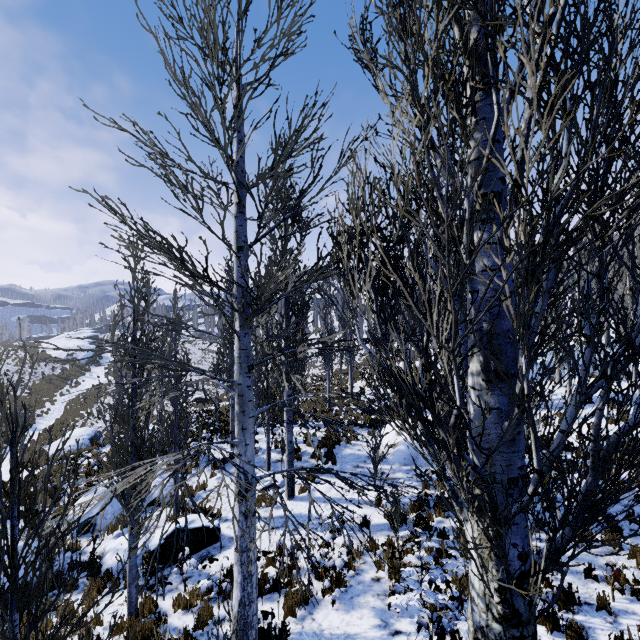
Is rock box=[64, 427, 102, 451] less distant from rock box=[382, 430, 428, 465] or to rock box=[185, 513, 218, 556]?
rock box=[185, 513, 218, 556]

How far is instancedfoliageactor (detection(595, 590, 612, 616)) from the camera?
5.5 meters

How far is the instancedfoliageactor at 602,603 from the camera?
5.5 meters

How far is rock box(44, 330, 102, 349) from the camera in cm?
4550

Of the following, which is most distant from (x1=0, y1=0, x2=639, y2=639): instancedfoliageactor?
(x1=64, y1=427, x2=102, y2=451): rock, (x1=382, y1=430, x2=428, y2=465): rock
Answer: (x1=64, y1=427, x2=102, y2=451): rock

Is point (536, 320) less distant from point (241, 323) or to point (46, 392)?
point (241, 323)

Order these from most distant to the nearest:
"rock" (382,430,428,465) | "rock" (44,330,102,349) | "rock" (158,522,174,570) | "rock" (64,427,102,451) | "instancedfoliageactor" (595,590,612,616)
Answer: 1. "rock" (44,330,102,349)
2. "rock" (64,427,102,451)
3. "rock" (382,430,428,465)
4. "rock" (158,522,174,570)
5. "instancedfoliageactor" (595,590,612,616)

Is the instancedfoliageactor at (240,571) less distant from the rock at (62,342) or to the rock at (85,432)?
the rock at (85,432)
